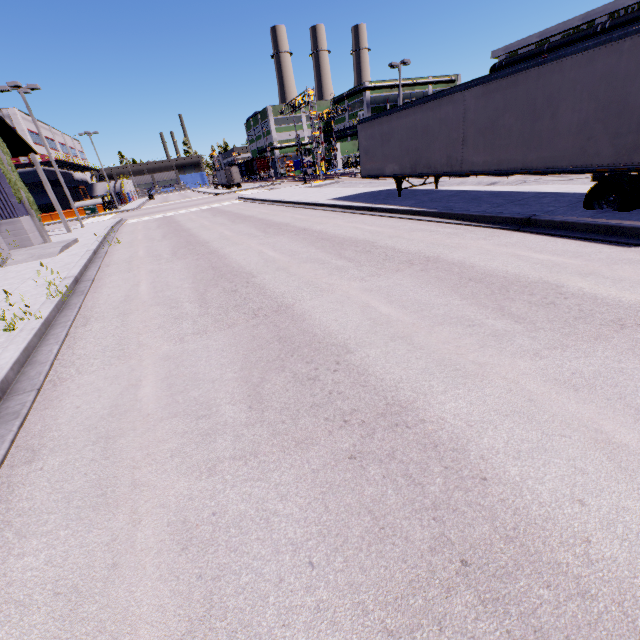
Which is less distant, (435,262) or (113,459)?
(113,459)

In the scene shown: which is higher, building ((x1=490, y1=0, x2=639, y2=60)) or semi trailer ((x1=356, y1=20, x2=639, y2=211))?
building ((x1=490, y1=0, x2=639, y2=60))

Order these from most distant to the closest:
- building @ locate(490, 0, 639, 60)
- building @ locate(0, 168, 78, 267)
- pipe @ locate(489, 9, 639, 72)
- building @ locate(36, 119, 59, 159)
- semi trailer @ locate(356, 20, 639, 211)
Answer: building @ locate(36, 119, 59, 159) → building @ locate(490, 0, 639, 60) → pipe @ locate(489, 9, 639, 72) → building @ locate(0, 168, 78, 267) → semi trailer @ locate(356, 20, 639, 211)

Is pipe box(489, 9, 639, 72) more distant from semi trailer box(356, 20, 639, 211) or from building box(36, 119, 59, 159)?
semi trailer box(356, 20, 639, 211)

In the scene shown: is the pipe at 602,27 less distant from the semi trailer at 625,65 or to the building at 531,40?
the building at 531,40

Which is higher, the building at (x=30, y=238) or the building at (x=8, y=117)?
the building at (x=8, y=117)

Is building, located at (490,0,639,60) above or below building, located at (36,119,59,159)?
below

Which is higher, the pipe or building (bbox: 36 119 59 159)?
building (bbox: 36 119 59 159)
